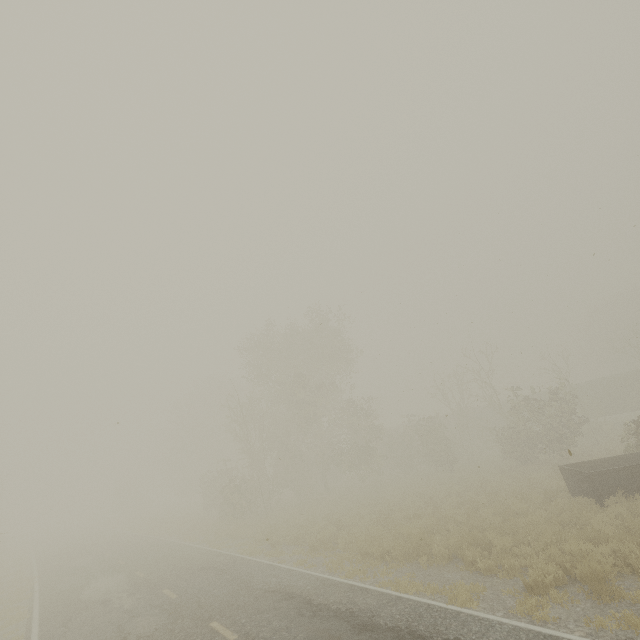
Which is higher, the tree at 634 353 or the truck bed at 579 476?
the tree at 634 353

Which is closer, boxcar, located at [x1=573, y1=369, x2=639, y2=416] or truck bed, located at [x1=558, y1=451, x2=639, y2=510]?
truck bed, located at [x1=558, y1=451, x2=639, y2=510]

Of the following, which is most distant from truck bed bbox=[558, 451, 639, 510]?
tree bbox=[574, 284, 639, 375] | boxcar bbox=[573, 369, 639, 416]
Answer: tree bbox=[574, 284, 639, 375]

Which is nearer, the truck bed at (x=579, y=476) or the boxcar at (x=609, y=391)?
the truck bed at (x=579, y=476)

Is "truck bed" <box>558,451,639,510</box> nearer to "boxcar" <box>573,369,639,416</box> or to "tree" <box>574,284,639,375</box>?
"boxcar" <box>573,369,639,416</box>

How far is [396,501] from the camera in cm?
1936
